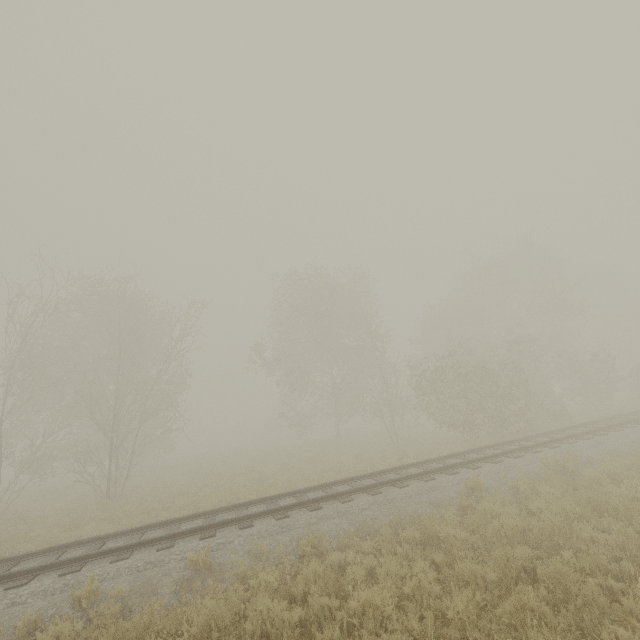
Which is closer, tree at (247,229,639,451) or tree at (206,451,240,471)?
tree at (247,229,639,451)

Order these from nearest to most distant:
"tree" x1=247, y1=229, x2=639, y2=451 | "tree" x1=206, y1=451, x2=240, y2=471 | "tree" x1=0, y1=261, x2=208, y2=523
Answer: "tree" x1=0, y1=261, x2=208, y2=523
"tree" x1=247, y1=229, x2=639, y2=451
"tree" x1=206, y1=451, x2=240, y2=471

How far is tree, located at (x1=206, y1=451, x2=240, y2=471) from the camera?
23.0 meters

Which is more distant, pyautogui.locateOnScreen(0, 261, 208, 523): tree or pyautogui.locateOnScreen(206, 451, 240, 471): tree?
pyautogui.locateOnScreen(206, 451, 240, 471): tree

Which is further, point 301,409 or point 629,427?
point 301,409

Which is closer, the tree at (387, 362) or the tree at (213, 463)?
the tree at (387, 362)

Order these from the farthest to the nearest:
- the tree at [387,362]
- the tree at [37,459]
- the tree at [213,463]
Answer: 1. the tree at [213,463]
2. the tree at [387,362]
3. the tree at [37,459]
